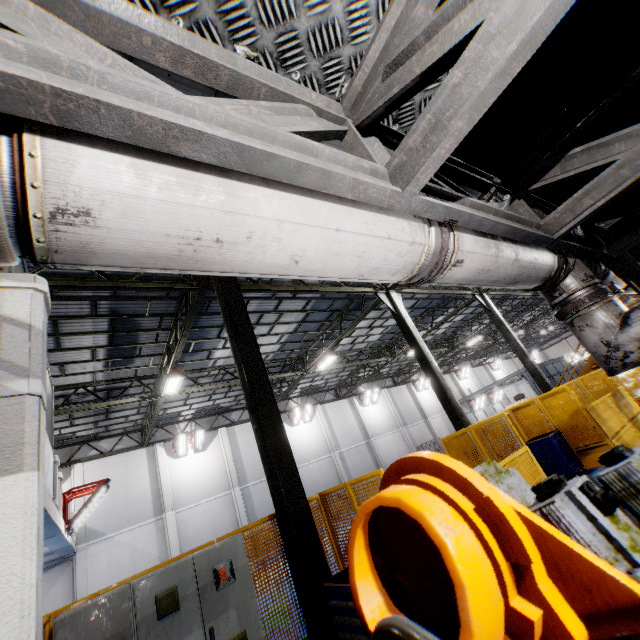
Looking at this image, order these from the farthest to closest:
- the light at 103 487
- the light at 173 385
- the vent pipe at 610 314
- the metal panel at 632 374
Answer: the light at 173 385
the light at 103 487
the metal panel at 632 374
the vent pipe at 610 314

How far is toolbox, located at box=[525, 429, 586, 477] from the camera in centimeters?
882cm

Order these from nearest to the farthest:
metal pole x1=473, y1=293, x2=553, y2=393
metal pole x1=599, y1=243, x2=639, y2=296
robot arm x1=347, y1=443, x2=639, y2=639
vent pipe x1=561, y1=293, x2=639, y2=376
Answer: robot arm x1=347, y1=443, x2=639, y2=639, vent pipe x1=561, y1=293, x2=639, y2=376, metal pole x1=599, y1=243, x2=639, y2=296, metal pole x1=473, y1=293, x2=553, y2=393

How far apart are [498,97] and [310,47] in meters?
1.5 m

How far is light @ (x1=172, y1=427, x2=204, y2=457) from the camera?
19.5 meters

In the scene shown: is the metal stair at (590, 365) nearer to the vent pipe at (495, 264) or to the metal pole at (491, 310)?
the vent pipe at (495, 264)

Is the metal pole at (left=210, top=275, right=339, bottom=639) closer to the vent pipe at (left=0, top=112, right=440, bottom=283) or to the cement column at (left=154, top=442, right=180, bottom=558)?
the vent pipe at (left=0, top=112, right=440, bottom=283)

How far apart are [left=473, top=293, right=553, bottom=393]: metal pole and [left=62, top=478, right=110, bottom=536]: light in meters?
18.0
